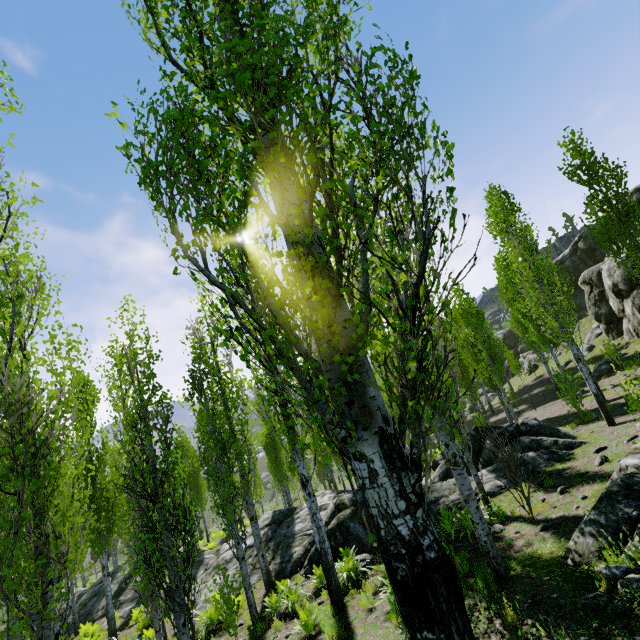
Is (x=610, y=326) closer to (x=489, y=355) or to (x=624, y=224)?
(x=489, y=355)

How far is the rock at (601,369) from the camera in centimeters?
1964cm

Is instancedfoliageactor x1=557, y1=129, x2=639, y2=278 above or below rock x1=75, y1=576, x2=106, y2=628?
above

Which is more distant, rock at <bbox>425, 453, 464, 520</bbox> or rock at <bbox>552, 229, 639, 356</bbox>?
rock at <bbox>552, 229, 639, 356</bbox>

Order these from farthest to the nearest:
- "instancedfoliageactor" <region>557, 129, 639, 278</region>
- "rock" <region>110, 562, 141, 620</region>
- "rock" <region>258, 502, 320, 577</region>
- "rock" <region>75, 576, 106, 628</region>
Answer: "rock" <region>75, 576, 106, 628</region>, "rock" <region>110, 562, 141, 620</region>, "instancedfoliageactor" <region>557, 129, 639, 278</region>, "rock" <region>258, 502, 320, 577</region>

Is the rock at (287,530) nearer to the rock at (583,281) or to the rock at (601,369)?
the rock at (601,369)

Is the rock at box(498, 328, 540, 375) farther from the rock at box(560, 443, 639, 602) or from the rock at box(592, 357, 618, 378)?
the rock at box(560, 443, 639, 602)
